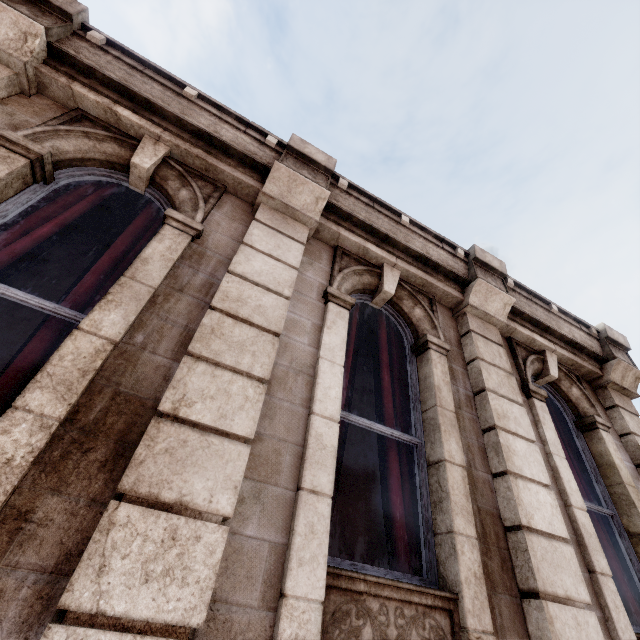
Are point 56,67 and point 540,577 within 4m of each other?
no
